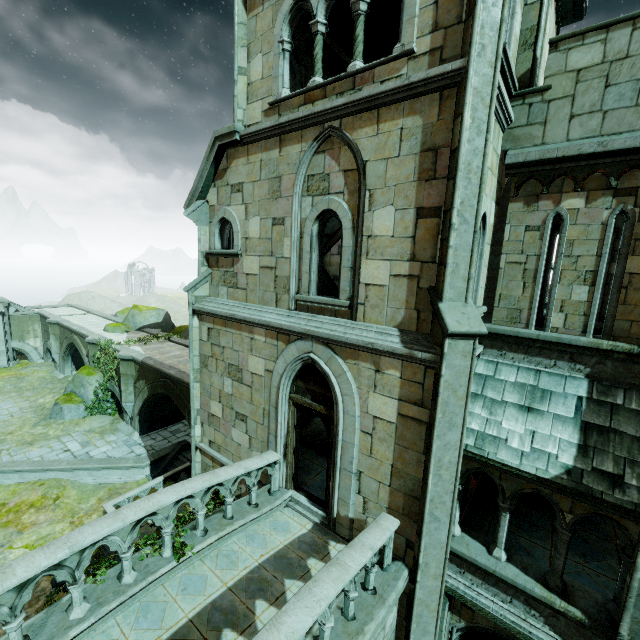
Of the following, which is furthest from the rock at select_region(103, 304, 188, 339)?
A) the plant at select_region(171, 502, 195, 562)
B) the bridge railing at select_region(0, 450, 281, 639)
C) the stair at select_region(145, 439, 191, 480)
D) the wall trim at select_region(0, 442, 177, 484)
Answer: the bridge railing at select_region(0, 450, 281, 639)

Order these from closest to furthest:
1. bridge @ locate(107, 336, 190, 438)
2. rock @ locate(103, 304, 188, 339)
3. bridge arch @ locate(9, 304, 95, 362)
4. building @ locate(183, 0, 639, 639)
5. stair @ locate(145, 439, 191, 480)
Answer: building @ locate(183, 0, 639, 639) < bridge @ locate(107, 336, 190, 438) < stair @ locate(145, 439, 191, 480) < rock @ locate(103, 304, 188, 339) < bridge arch @ locate(9, 304, 95, 362)

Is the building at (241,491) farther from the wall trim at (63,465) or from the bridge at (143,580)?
the wall trim at (63,465)

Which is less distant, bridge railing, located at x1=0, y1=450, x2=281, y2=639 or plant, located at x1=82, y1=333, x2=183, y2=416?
bridge railing, located at x1=0, y1=450, x2=281, y2=639

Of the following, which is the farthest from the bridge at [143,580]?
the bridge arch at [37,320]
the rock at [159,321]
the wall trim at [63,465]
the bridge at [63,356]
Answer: the bridge arch at [37,320]

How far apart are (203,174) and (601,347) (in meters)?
10.09

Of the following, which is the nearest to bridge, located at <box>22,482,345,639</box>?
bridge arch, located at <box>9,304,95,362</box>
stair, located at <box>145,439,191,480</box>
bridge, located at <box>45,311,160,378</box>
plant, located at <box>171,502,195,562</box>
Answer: plant, located at <box>171,502,195,562</box>

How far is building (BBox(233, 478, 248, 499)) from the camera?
9.3m
